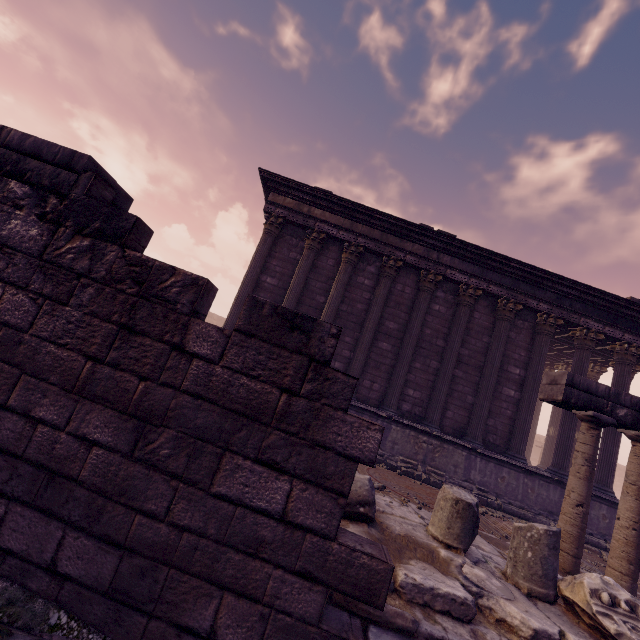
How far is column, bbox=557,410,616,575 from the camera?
5.0m

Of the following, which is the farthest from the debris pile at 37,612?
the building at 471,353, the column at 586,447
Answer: the building at 471,353

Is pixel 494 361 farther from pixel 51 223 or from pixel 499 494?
pixel 51 223

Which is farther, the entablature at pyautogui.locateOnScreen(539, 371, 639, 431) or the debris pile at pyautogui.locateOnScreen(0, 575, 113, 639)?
the entablature at pyautogui.locateOnScreen(539, 371, 639, 431)

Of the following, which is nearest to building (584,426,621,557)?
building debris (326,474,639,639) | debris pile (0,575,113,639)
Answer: building debris (326,474,639,639)

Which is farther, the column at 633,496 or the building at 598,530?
the building at 598,530

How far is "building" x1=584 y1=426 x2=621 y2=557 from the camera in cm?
924

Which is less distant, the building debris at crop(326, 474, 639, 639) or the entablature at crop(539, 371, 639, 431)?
the building debris at crop(326, 474, 639, 639)
